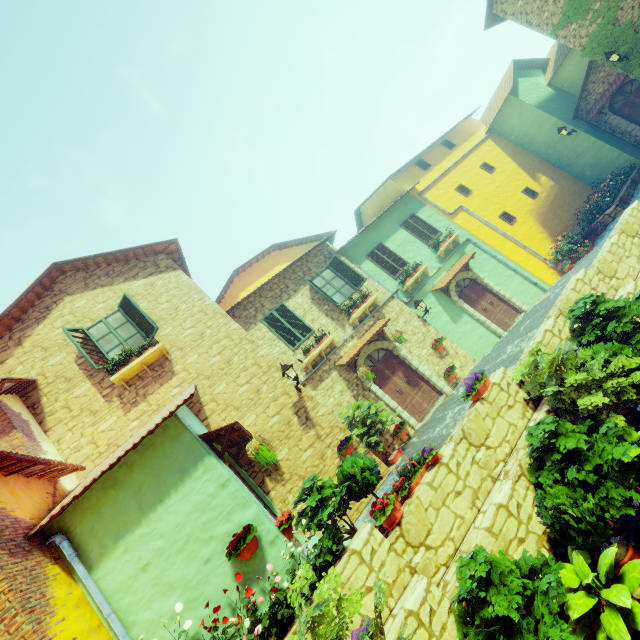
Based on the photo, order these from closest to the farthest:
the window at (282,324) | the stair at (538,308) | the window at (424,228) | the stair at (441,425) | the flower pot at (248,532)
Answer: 1. the flower pot at (248,532)
2. the stair at (441,425)
3. the stair at (538,308)
4. the window at (282,324)
5. the window at (424,228)

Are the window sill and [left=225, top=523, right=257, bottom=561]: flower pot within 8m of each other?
yes

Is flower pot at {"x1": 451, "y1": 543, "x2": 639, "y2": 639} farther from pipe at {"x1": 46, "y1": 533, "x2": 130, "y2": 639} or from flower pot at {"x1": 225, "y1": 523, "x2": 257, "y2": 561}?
pipe at {"x1": 46, "y1": 533, "x2": 130, "y2": 639}

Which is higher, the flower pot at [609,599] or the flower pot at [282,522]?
the flower pot at [282,522]

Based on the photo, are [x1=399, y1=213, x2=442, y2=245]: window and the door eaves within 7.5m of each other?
no

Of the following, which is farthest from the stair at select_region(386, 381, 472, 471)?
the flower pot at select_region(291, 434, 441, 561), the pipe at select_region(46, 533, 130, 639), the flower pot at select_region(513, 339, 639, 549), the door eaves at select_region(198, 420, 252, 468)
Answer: the pipe at select_region(46, 533, 130, 639)

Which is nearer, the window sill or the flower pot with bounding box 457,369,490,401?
the flower pot with bounding box 457,369,490,401

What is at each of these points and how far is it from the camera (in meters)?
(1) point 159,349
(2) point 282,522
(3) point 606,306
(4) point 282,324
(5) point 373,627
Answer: (1) window sill, 8.98
(2) flower pot, 5.71
(3) potted tree, 6.27
(4) window, 11.40
(5) flower pot, 3.53
